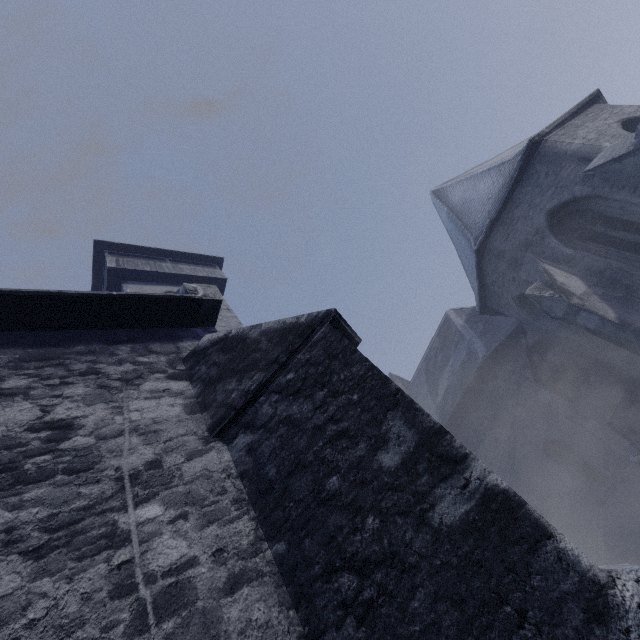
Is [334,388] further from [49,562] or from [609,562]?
[609,562]
